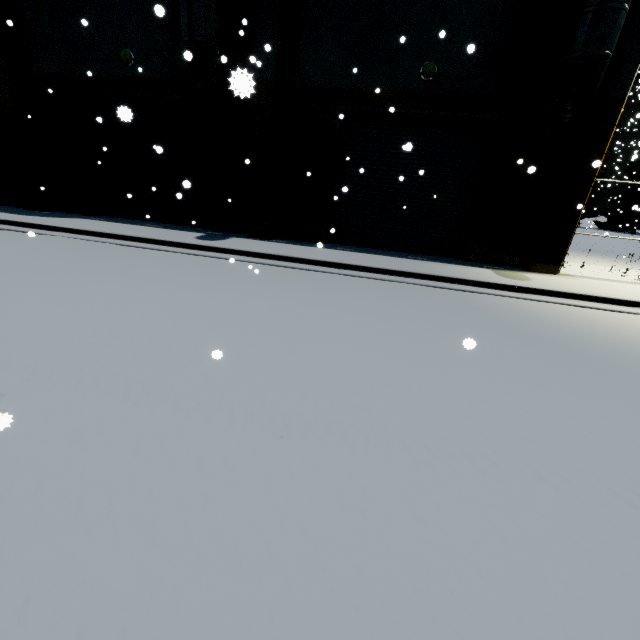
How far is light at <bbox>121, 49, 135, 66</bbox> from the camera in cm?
1088

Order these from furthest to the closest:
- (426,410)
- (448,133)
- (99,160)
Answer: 1. (99,160)
2. (448,133)
3. (426,410)

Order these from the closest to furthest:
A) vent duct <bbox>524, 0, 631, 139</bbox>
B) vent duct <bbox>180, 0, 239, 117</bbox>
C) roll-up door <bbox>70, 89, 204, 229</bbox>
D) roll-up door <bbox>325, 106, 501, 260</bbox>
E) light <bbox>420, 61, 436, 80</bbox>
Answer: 1. vent duct <bbox>524, 0, 631, 139</bbox>
2. vent duct <bbox>180, 0, 239, 117</bbox>
3. light <bbox>420, 61, 436, 80</bbox>
4. roll-up door <bbox>325, 106, 501, 260</bbox>
5. roll-up door <bbox>70, 89, 204, 229</bbox>

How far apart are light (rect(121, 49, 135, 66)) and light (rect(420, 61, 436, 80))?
9.62m

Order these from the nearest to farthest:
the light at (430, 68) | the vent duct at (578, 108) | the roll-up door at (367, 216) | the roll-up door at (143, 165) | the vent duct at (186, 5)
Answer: the vent duct at (578, 108)
the vent duct at (186, 5)
the light at (430, 68)
the roll-up door at (367, 216)
the roll-up door at (143, 165)

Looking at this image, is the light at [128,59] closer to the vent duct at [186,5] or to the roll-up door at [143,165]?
the roll-up door at [143,165]

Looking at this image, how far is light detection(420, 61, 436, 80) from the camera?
9.50m

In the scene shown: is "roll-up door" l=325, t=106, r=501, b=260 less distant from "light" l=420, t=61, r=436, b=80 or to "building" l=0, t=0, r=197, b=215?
"building" l=0, t=0, r=197, b=215
